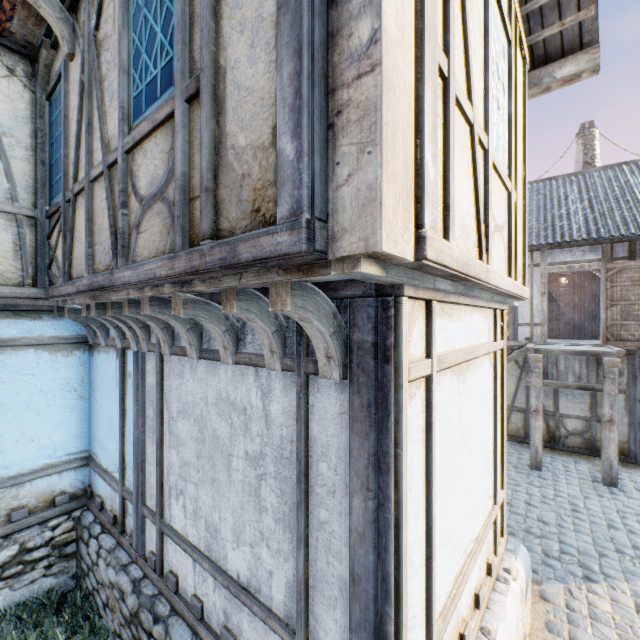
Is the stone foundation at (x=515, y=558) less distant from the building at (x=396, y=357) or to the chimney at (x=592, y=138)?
the building at (x=396, y=357)

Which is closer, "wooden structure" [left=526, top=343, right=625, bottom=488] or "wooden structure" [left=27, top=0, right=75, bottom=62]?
"wooden structure" [left=27, top=0, right=75, bottom=62]

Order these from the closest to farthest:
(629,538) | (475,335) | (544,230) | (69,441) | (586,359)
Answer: (475,335) < (69,441) < (629,538) < (586,359) < (544,230)

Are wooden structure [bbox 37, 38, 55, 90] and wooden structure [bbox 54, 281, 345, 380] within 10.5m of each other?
yes

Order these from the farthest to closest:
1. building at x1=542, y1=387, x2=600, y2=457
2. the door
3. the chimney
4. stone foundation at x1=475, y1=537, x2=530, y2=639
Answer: the chimney, building at x1=542, y1=387, x2=600, y2=457, the door, stone foundation at x1=475, y1=537, x2=530, y2=639

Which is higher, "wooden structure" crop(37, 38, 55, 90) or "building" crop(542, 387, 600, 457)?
"wooden structure" crop(37, 38, 55, 90)

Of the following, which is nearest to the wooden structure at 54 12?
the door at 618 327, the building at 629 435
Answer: the building at 629 435

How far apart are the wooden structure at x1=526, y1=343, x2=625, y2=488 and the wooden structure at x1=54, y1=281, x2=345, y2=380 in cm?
781
